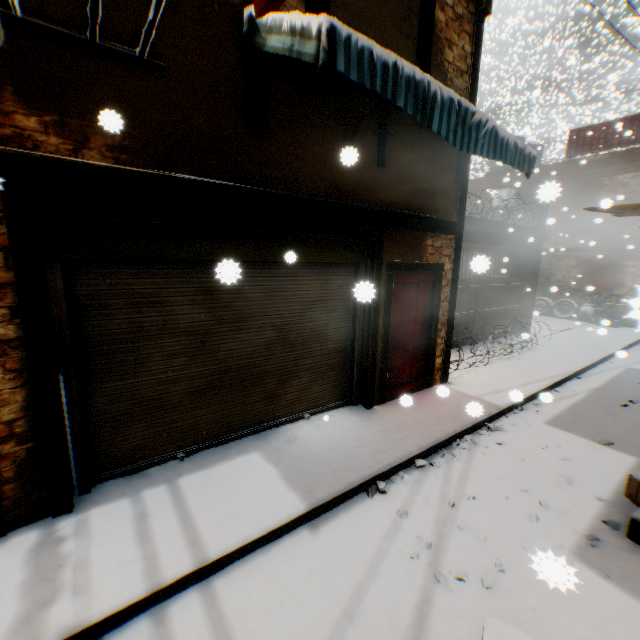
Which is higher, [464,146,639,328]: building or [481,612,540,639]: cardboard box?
[464,146,639,328]: building

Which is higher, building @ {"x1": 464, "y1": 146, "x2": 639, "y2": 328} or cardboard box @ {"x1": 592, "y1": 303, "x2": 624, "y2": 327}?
building @ {"x1": 464, "y1": 146, "x2": 639, "y2": 328}

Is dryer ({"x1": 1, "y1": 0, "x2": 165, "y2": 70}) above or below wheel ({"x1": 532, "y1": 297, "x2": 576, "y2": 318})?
above

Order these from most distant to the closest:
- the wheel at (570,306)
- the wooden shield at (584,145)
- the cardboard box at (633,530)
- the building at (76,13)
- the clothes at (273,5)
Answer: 1. the wheel at (570,306)
2. the wooden shield at (584,145)
3. the cardboard box at (633,530)
4. the building at (76,13)
5. the clothes at (273,5)

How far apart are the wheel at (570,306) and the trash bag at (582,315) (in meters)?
0.03

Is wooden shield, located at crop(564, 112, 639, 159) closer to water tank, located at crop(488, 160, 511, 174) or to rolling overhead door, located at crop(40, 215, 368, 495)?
water tank, located at crop(488, 160, 511, 174)

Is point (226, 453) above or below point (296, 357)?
below

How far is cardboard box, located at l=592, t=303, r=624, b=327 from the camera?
13.30m
